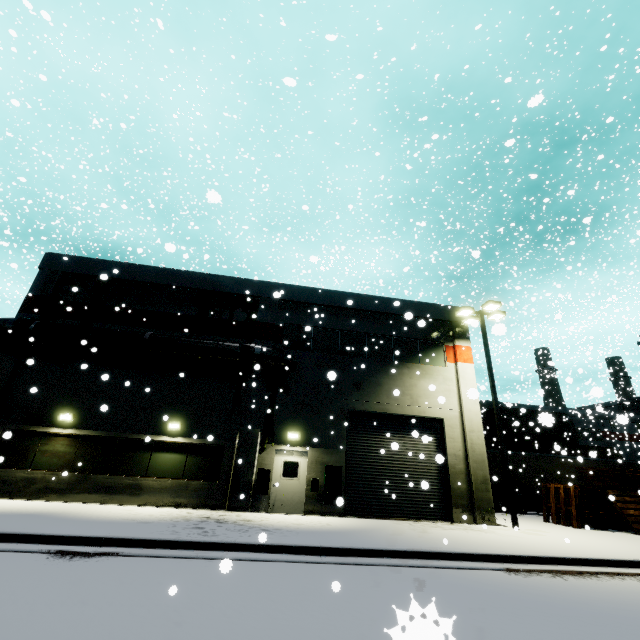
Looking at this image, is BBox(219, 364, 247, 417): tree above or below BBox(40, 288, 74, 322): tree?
below

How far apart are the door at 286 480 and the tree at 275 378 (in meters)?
0.16

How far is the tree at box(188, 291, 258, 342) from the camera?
16.20m

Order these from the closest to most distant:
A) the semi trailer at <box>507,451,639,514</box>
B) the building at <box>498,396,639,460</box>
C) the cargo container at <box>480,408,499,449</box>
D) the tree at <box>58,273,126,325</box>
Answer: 1. the tree at <box>58,273,126,325</box>
2. the semi trailer at <box>507,451,639,514</box>
3. the cargo container at <box>480,408,499,449</box>
4. the building at <box>498,396,639,460</box>

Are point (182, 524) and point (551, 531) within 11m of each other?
no

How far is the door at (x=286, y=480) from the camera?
13.7 meters

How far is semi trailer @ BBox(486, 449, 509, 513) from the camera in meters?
21.2 m

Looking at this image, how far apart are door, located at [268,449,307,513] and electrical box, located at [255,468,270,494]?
0.1 meters
